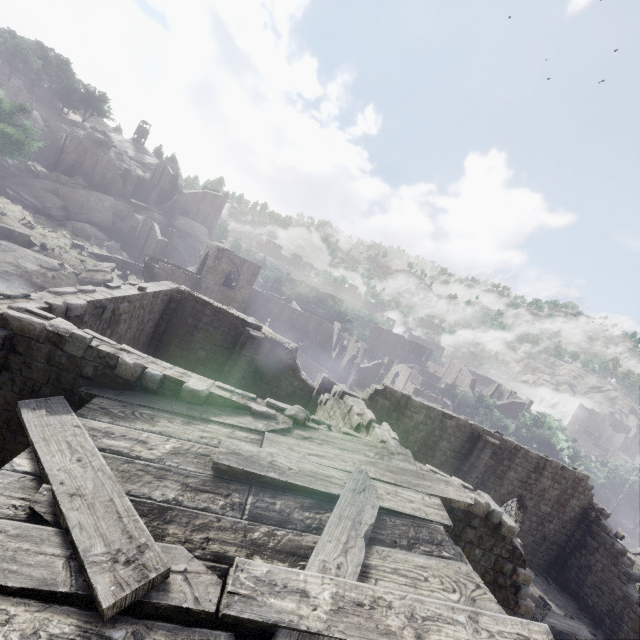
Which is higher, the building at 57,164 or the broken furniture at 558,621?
the building at 57,164

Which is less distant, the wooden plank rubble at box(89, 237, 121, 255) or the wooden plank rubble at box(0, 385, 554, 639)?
the wooden plank rubble at box(0, 385, 554, 639)

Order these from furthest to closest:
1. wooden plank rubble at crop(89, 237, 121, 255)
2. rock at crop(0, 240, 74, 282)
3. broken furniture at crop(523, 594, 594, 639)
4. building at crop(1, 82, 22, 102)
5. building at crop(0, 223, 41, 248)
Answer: building at crop(1, 82, 22, 102) → wooden plank rubble at crop(89, 237, 121, 255) → building at crop(0, 223, 41, 248) → rock at crop(0, 240, 74, 282) → broken furniture at crop(523, 594, 594, 639)

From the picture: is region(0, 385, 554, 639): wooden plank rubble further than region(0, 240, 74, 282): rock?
No

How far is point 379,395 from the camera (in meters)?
17.86

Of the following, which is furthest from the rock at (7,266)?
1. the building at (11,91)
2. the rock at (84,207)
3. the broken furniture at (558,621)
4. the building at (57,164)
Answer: the broken furniture at (558,621)

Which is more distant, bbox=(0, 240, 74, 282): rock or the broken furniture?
bbox=(0, 240, 74, 282): rock

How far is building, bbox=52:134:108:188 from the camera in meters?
55.7 m
